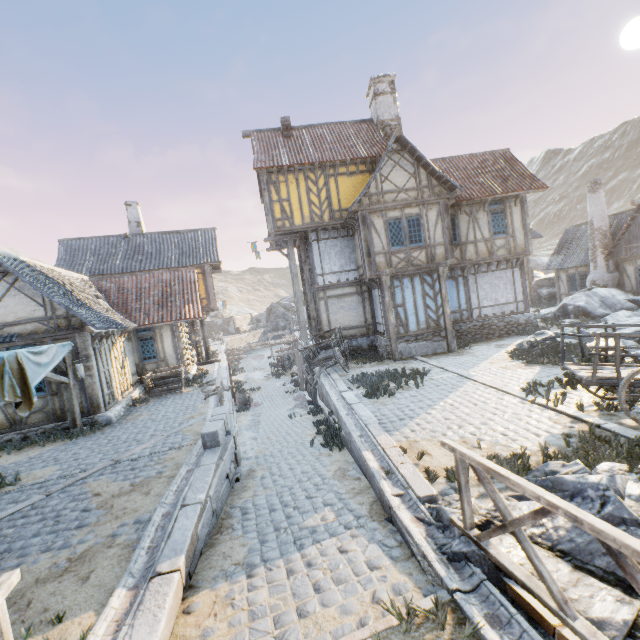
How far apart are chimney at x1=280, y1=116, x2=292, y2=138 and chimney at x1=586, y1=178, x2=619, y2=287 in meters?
18.4

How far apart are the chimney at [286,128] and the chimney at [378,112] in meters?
4.6

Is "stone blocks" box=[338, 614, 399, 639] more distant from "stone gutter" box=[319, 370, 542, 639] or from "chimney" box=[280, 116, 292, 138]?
"chimney" box=[280, 116, 292, 138]

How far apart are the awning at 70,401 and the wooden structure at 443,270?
14.6 meters

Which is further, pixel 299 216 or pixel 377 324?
pixel 377 324

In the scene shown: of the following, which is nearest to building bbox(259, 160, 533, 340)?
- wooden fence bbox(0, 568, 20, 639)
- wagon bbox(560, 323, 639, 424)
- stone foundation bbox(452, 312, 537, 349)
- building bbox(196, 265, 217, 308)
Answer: stone foundation bbox(452, 312, 537, 349)

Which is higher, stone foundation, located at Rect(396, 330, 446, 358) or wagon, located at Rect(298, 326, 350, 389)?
wagon, located at Rect(298, 326, 350, 389)

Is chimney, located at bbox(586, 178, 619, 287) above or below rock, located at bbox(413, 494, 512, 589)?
above
